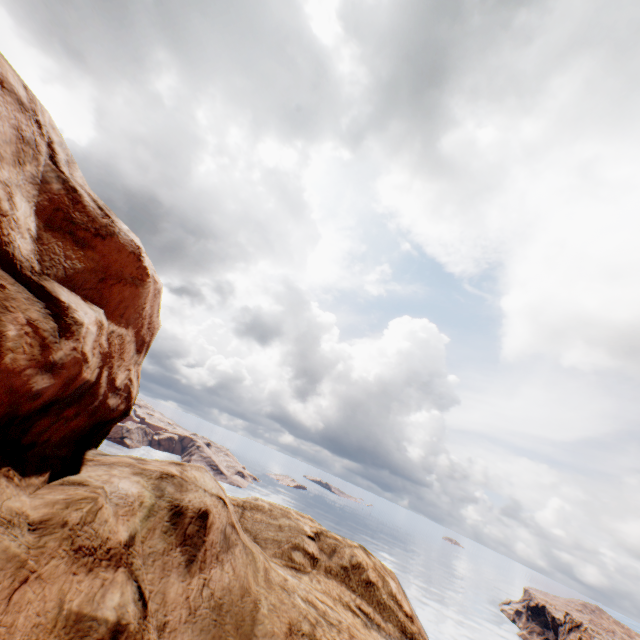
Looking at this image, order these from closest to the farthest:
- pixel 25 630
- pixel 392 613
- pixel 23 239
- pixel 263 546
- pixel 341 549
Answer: pixel 25 630 < pixel 23 239 < pixel 392 613 < pixel 263 546 < pixel 341 549
